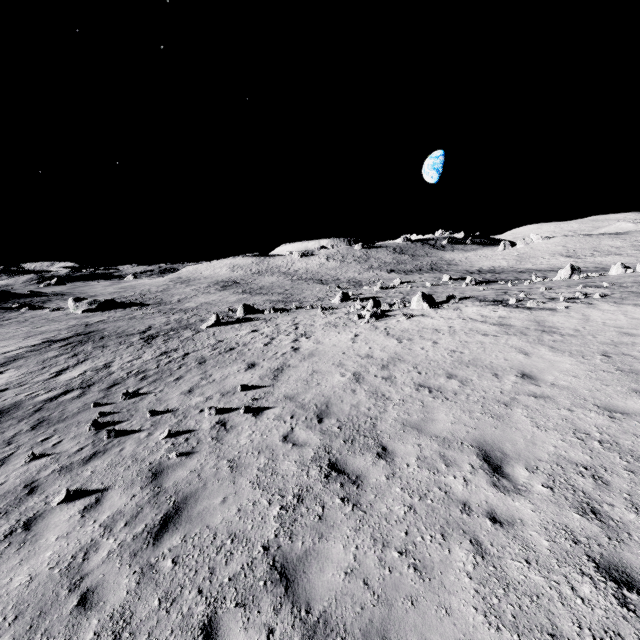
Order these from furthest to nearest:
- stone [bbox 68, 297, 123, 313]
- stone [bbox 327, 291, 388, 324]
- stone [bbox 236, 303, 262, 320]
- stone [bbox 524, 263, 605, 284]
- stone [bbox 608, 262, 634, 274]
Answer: stone [bbox 68, 297, 123, 313] → stone [bbox 236, 303, 262, 320] → stone [bbox 524, 263, 605, 284] → stone [bbox 608, 262, 634, 274] → stone [bbox 327, 291, 388, 324]

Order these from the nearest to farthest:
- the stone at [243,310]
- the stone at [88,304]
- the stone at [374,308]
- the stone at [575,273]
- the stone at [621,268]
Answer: the stone at [374,308], the stone at [621,268], the stone at [575,273], the stone at [243,310], the stone at [88,304]

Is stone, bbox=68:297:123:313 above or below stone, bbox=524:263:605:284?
below

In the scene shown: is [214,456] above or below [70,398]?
above

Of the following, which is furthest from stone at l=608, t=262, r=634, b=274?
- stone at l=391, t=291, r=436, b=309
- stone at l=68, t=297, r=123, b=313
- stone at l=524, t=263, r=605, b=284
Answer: stone at l=68, t=297, r=123, b=313

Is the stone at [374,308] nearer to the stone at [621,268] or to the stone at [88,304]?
the stone at [621,268]

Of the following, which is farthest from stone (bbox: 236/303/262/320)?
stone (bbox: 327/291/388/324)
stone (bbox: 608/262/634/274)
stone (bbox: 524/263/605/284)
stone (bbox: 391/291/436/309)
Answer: stone (bbox: 608/262/634/274)

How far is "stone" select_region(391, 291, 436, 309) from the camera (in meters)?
20.52
